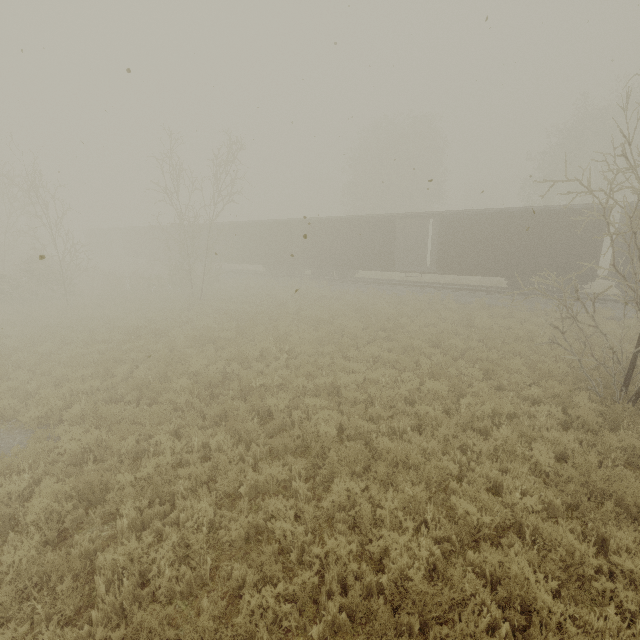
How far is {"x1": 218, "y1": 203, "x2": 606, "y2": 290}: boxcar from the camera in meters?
16.6

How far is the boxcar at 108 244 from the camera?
37.0 meters

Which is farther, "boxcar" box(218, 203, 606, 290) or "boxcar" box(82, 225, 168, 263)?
"boxcar" box(82, 225, 168, 263)

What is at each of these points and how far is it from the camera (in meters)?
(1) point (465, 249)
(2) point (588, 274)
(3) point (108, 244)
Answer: (1) boxcar, 19.27
(2) boxcar, 16.42
(3) boxcar, 42.91

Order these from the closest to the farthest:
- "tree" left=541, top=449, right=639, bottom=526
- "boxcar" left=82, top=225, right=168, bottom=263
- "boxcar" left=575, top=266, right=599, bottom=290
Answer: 1. "tree" left=541, top=449, right=639, bottom=526
2. "boxcar" left=575, top=266, right=599, bottom=290
3. "boxcar" left=82, top=225, right=168, bottom=263

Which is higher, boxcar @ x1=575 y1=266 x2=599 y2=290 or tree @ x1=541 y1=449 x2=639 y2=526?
boxcar @ x1=575 y1=266 x2=599 y2=290

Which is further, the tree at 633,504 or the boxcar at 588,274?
the boxcar at 588,274

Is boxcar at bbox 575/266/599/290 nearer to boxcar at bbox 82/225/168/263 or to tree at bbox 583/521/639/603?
boxcar at bbox 82/225/168/263
